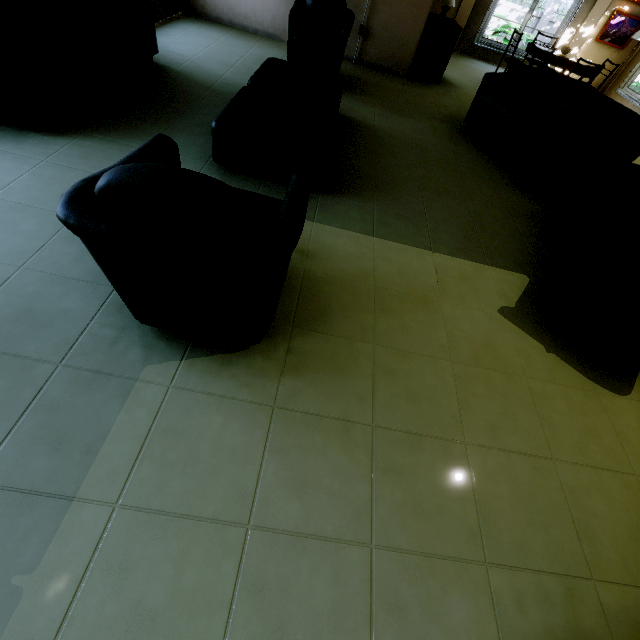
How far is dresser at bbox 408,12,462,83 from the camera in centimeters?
542cm

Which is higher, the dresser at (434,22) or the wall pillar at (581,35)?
the wall pillar at (581,35)

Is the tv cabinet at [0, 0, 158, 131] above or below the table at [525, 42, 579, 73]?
below

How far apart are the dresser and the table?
1.6 meters

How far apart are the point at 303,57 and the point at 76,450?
5.2m

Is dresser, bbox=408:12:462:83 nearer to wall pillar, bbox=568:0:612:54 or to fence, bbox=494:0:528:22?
wall pillar, bbox=568:0:612:54

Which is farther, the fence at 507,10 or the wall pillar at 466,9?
the fence at 507,10

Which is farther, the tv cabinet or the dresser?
the dresser
